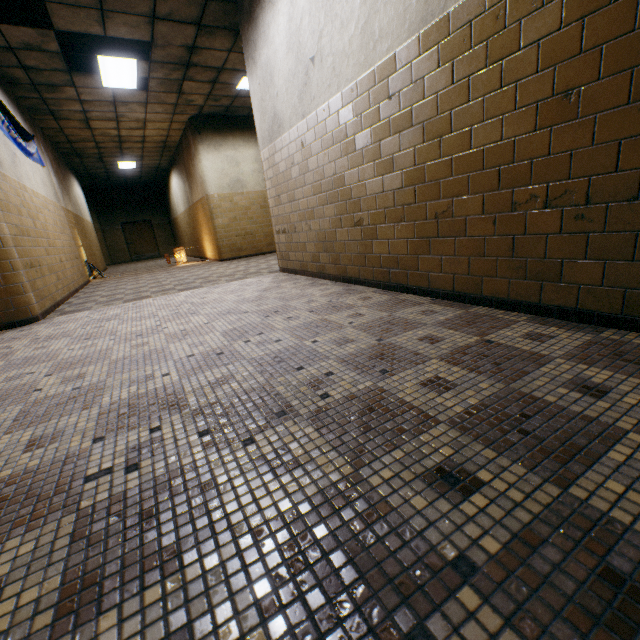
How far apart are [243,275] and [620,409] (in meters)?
5.72

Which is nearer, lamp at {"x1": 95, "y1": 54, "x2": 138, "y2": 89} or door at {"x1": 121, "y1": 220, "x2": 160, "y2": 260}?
lamp at {"x1": 95, "y1": 54, "x2": 138, "y2": 89}

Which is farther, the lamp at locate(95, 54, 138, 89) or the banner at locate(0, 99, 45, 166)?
the lamp at locate(95, 54, 138, 89)

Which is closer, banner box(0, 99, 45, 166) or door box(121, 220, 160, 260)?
banner box(0, 99, 45, 166)

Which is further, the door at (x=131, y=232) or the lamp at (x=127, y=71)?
the door at (x=131, y=232)

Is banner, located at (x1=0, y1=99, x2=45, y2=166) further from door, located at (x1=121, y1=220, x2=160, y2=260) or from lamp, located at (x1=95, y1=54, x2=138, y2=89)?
door, located at (x1=121, y1=220, x2=160, y2=260)

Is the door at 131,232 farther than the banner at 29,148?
Yes
